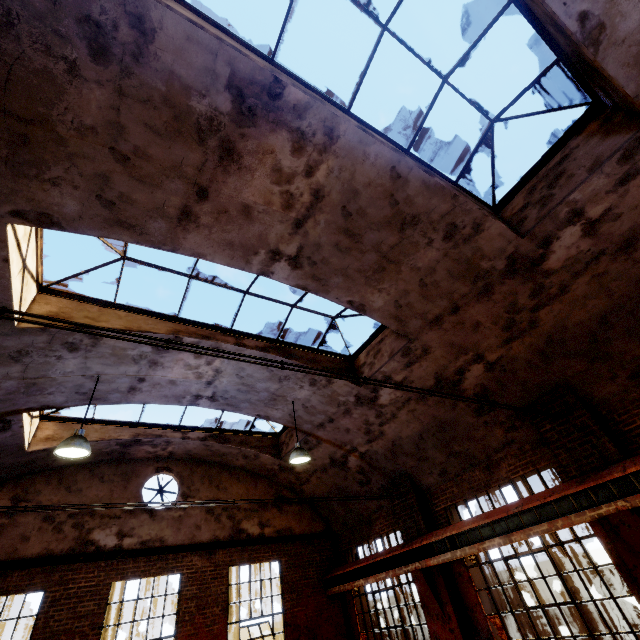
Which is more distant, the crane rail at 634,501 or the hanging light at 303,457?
the hanging light at 303,457

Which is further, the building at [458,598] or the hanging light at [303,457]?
the hanging light at [303,457]

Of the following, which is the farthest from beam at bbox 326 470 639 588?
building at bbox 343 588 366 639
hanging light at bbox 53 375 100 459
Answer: hanging light at bbox 53 375 100 459

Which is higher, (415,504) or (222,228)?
(222,228)

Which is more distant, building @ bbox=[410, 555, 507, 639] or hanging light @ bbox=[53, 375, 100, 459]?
building @ bbox=[410, 555, 507, 639]

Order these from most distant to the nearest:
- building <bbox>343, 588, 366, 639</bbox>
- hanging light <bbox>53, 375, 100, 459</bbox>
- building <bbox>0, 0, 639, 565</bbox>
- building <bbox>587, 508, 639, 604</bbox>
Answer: building <bbox>343, 588, 366, 639</bbox> → hanging light <bbox>53, 375, 100, 459</bbox> → building <bbox>587, 508, 639, 604</bbox> → building <bbox>0, 0, 639, 565</bbox>

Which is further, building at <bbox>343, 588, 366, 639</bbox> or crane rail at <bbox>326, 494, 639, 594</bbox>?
building at <bbox>343, 588, 366, 639</bbox>

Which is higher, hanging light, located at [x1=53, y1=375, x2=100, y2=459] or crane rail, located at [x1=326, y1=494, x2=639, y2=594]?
hanging light, located at [x1=53, y1=375, x2=100, y2=459]
